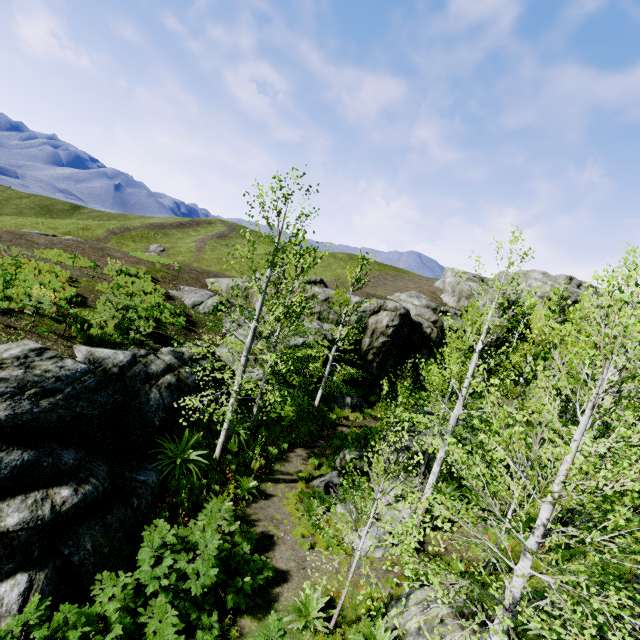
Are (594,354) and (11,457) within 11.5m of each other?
no

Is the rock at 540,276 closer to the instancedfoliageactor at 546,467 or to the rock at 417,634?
the instancedfoliageactor at 546,467

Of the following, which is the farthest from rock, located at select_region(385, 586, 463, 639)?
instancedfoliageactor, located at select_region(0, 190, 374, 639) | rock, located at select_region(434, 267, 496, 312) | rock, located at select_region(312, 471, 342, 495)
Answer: rock, located at select_region(312, 471, 342, 495)

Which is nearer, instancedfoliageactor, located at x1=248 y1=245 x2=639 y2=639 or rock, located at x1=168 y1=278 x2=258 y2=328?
instancedfoliageactor, located at x1=248 y1=245 x2=639 y2=639

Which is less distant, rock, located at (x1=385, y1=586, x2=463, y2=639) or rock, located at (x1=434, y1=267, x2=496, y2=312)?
rock, located at (x1=385, y1=586, x2=463, y2=639)

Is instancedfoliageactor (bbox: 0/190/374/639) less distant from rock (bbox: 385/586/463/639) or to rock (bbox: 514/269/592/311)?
rock (bbox: 514/269/592/311)

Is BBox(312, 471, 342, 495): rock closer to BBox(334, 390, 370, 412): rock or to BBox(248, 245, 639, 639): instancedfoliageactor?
BBox(248, 245, 639, 639): instancedfoliageactor

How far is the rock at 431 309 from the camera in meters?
24.5 m
